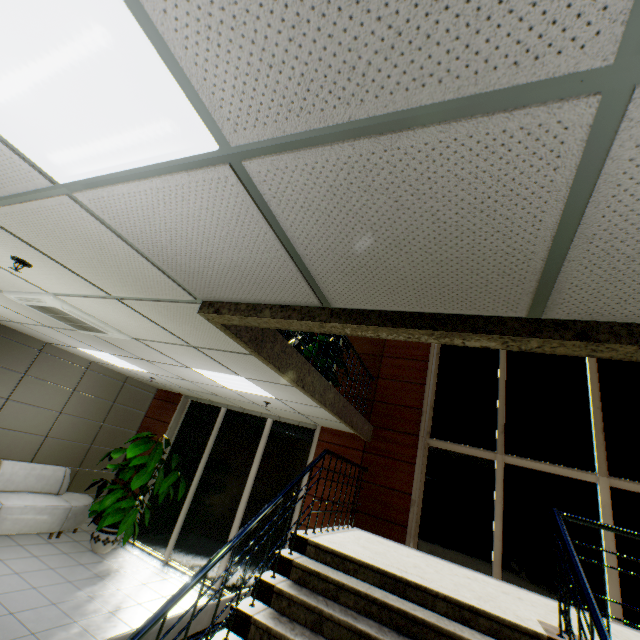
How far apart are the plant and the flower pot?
1.01m

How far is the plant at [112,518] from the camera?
6.05m

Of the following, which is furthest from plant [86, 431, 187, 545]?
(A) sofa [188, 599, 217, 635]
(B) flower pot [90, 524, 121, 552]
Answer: (A) sofa [188, 599, 217, 635]

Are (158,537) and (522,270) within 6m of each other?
no

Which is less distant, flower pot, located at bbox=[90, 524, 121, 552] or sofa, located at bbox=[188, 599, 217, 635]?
sofa, located at bbox=[188, 599, 217, 635]

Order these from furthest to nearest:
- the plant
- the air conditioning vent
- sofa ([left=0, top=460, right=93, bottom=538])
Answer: the plant, sofa ([left=0, top=460, right=93, bottom=538]), the air conditioning vent

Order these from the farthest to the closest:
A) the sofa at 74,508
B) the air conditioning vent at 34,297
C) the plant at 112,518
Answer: the plant at 112,518, the sofa at 74,508, the air conditioning vent at 34,297

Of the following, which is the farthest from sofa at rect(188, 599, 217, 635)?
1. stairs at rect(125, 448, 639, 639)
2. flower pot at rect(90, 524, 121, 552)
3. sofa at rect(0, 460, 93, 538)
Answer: sofa at rect(0, 460, 93, 538)
